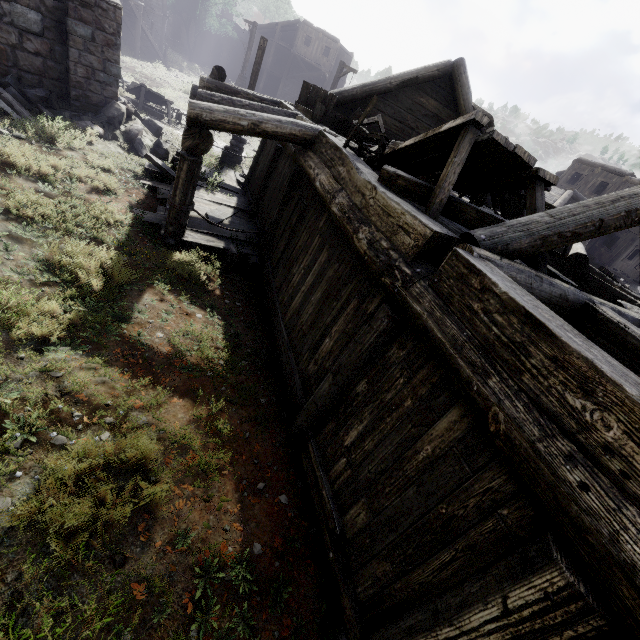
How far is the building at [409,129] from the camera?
10.1m

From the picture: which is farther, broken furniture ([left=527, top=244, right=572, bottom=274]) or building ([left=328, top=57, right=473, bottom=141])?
building ([left=328, top=57, right=473, bottom=141])

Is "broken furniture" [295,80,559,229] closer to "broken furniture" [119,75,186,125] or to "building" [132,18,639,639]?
"building" [132,18,639,639]

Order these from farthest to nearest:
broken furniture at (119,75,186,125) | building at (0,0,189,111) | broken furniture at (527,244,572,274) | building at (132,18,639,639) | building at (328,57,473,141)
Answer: broken furniture at (119,75,186,125) → building at (328,57,473,141) → building at (0,0,189,111) → broken furniture at (527,244,572,274) → building at (132,18,639,639)

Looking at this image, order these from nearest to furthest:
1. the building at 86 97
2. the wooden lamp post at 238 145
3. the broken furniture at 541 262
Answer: the broken furniture at 541 262, the building at 86 97, the wooden lamp post at 238 145

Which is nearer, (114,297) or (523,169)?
(523,169)

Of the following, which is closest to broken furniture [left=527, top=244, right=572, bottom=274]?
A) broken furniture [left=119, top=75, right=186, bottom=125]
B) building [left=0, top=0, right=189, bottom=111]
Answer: building [left=0, top=0, right=189, bottom=111]

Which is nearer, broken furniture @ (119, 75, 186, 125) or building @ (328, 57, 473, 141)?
building @ (328, 57, 473, 141)
